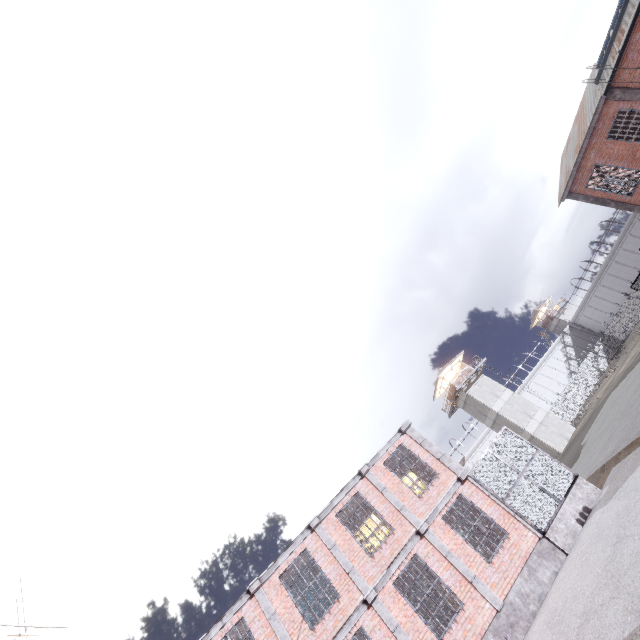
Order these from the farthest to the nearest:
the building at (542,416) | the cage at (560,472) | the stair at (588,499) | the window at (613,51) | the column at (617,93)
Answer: the building at (542,416) < the column at (617,93) < the window at (613,51) < the cage at (560,472) < the stair at (588,499)

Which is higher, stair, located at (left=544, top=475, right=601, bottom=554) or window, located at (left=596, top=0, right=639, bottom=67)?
window, located at (left=596, top=0, right=639, bottom=67)

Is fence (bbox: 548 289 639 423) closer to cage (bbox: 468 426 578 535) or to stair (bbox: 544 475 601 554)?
cage (bbox: 468 426 578 535)

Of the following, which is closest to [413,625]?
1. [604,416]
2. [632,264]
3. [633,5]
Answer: [604,416]

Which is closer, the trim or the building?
the trim

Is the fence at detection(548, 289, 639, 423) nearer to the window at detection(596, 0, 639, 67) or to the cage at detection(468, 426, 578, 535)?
the cage at detection(468, 426, 578, 535)

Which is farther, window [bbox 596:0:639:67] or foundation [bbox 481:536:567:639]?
window [bbox 596:0:639:67]

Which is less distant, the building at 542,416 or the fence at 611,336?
the building at 542,416
